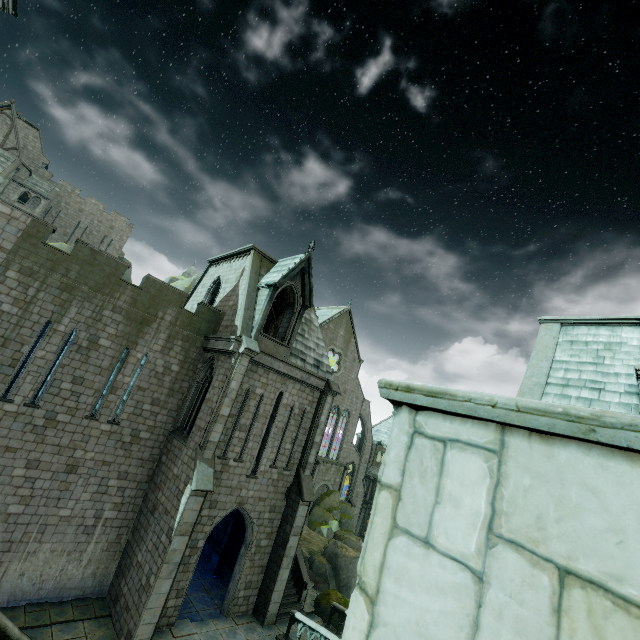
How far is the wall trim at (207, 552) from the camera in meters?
20.5 m

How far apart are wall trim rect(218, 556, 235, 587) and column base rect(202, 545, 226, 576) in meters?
0.0 m

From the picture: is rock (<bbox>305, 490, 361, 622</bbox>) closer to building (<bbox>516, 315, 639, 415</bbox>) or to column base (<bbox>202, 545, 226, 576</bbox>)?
building (<bbox>516, 315, 639, 415</bbox>)

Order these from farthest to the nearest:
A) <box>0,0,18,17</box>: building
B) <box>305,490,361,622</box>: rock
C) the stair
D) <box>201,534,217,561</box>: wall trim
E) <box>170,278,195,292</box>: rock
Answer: <box>170,278,195,292</box>: rock, <box>201,534,217,561</box>: wall trim, <box>305,490,361,622</box>: rock, <box>0,0,18,17</box>: building, the stair

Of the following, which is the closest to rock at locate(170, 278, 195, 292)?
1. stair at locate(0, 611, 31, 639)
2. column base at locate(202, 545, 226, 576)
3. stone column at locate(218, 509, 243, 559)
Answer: stone column at locate(218, 509, 243, 559)

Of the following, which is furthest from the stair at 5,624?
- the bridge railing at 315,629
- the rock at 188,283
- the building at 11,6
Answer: the bridge railing at 315,629

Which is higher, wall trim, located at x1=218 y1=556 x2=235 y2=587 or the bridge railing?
the bridge railing

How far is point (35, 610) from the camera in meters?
12.6 m
